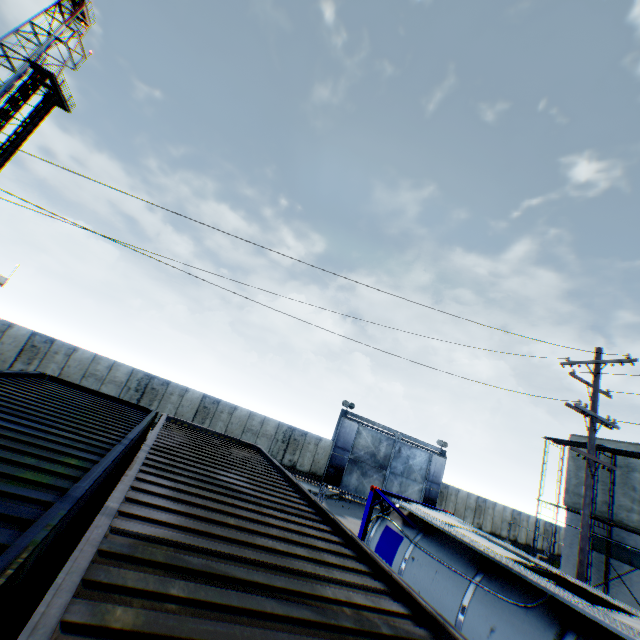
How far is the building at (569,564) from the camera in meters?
21.1 m

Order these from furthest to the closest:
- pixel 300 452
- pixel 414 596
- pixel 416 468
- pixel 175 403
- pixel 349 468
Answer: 1. pixel 416 468
2. pixel 349 468
3. pixel 300 452
4. pixel 175 403
5. pixel 414 596

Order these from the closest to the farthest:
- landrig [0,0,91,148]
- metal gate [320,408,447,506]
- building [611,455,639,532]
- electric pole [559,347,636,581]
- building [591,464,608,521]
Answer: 1. electric pole [559,347,636,581]
2. building [611,455,639,532]
3. building [591,464,608,521]
4. metal gate [320,408,447,506]
5. landrig [0,0,91,148]

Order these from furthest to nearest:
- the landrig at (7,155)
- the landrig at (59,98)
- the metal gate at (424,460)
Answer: the landrig at (7,155) < the landrig at (59,98) < the metal gate at (424,460)

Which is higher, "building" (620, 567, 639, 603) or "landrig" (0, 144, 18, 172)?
"landrig" (0, 144, 18, 172)

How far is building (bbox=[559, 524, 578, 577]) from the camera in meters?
21.1

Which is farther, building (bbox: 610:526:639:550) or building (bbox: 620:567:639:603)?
building (bbox: 610:526:639:550)
